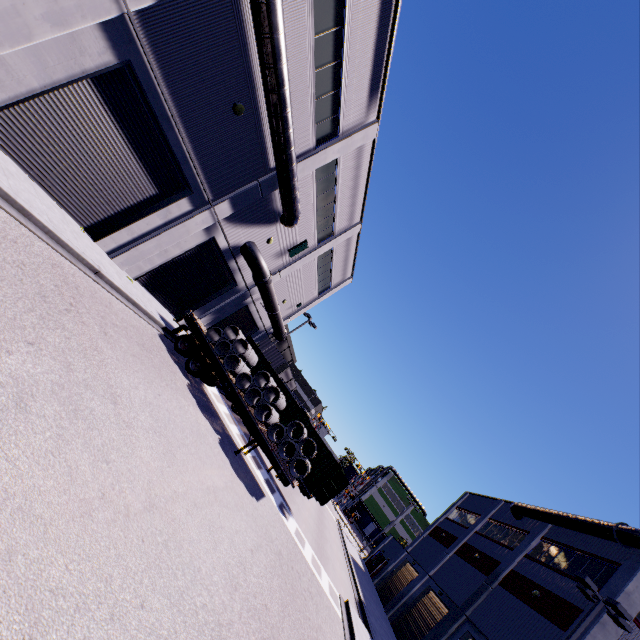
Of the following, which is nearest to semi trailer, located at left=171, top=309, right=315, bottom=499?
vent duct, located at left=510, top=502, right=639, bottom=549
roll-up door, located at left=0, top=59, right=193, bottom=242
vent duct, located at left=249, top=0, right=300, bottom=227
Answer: roll-up door, located at left=0, top=59, right=193, bottom=242

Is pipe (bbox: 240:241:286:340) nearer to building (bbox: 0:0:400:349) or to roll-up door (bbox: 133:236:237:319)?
Result: building (bbox: 0:0:400:349)

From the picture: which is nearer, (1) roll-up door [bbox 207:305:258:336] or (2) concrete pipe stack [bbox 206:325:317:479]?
(2) concrete pipe stack [bbox 206:325:317:479]

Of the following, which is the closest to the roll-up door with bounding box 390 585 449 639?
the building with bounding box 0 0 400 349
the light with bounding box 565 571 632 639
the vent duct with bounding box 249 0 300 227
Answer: the building with bounding box 0 0 400 349

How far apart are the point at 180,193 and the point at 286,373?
41.64m

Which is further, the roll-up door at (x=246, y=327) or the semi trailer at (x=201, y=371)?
the roll-up door at (x=246, y=327)

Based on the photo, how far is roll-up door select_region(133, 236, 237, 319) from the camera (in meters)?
16.70

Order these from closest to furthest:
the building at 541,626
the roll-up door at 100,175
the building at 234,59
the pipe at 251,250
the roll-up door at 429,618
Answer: the building at 234,59
the roll-up door at 100,175
the building at 541,626
the pipe at 251,250
the roll-up door at 429,618
